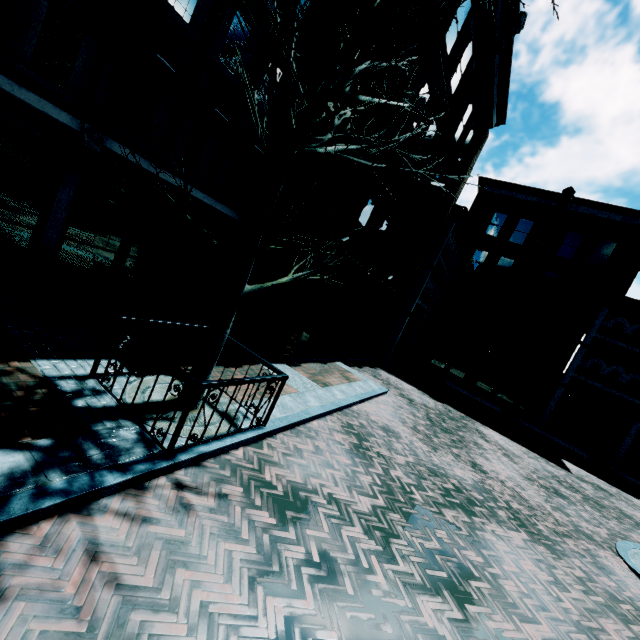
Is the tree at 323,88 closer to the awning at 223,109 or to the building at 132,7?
the building at 132,7

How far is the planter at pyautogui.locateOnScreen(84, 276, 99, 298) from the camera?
8.2 meters

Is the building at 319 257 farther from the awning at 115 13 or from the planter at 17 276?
the awning at 115 13

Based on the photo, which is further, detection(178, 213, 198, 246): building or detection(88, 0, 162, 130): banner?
detection(178, 213, 198, 246): building

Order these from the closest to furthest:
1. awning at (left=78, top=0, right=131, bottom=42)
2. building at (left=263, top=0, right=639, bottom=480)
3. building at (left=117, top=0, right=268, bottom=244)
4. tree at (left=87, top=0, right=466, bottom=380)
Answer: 1. tree at (left=87, top=0, right=466, bottom=380)
2. awning at (left=78, top=0, right=131, bottom=42)
3. building at (left=117, top=0, right=268, bottom=244)
4. building at (left=263, top=0, right=639, bottom=480)

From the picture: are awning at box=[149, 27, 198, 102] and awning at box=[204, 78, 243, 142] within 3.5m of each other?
yes

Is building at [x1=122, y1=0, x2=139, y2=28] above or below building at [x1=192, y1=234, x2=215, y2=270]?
above

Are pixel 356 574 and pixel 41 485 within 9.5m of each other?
yes
